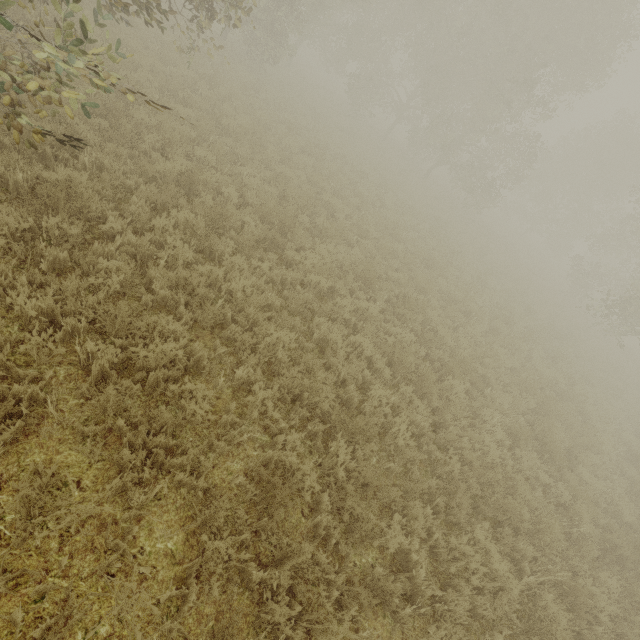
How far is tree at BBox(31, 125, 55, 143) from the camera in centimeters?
408cm

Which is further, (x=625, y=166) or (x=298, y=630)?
(x=625, y=166)

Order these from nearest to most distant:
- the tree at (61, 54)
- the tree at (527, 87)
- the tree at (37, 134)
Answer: the tree at (61, 54)
the tree at (37, 134)
the tree at (527, 87)

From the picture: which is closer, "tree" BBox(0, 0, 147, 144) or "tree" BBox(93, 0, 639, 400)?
"tree" BBox(0, 0, 147, 144)

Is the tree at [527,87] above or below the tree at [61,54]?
above

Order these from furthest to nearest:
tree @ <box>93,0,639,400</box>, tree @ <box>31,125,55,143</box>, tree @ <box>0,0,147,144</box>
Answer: tree @ <box>93,0,639,400</box> < tree @ <box>31,125,55,143</box> < tree @ <box>0,0,147,144</box>

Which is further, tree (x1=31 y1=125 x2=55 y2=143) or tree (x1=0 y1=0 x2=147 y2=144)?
tree (x1=31 y1=125 x2=55 y2=143)
